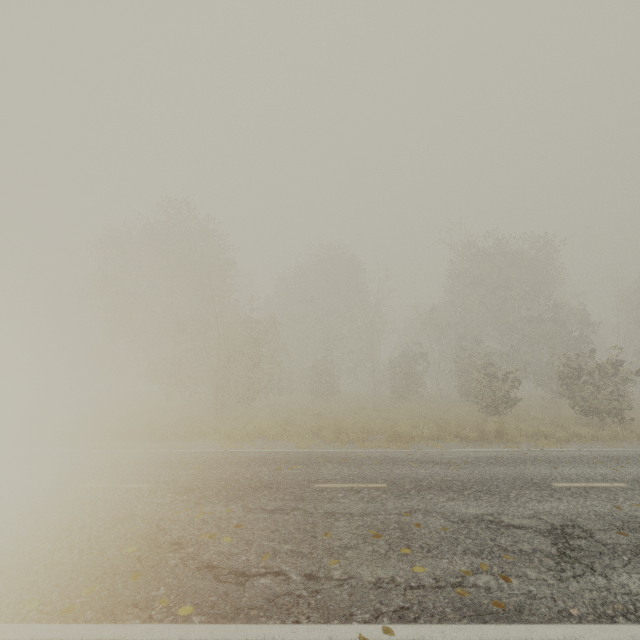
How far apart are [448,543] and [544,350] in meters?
24.3
